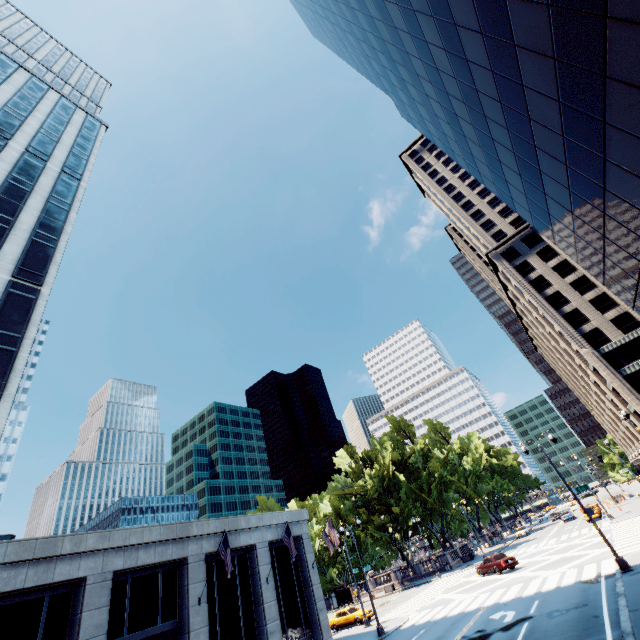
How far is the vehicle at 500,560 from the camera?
29.80m

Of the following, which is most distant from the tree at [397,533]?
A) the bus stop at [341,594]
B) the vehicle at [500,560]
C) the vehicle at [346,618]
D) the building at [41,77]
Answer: the building at [41,77]

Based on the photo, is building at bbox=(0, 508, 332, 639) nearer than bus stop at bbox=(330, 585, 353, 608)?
Yes

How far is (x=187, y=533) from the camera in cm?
2216

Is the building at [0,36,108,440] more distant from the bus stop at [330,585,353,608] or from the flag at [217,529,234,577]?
the bus stop at [330,585,353,608]

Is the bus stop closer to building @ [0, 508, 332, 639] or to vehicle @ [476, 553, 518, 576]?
building @ [0, 508, 332, 639]

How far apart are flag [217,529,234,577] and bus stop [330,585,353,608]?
40.9 meters

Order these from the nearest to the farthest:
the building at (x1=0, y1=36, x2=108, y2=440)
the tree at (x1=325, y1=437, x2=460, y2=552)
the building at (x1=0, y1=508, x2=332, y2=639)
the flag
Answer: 1. the building at (x1=0, y1=508, x2=332, y2=639)
2. the flag
3. the building at (x1=0, y1=36, x2=108, y2=440)
4. the tree at (x1=325, y1=437, x2=460, y2=552)
